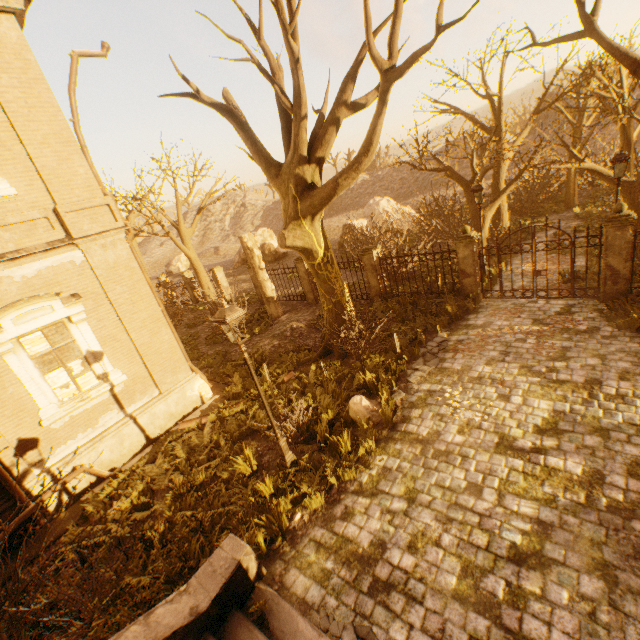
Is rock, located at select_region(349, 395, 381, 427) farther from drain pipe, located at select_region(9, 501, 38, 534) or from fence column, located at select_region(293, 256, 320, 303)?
fence column, located at select_region(293, 256, 320, 303)

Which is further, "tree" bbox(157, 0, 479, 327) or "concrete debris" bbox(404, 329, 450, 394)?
"concrete debris" bbox(404, 329, 450, 394)

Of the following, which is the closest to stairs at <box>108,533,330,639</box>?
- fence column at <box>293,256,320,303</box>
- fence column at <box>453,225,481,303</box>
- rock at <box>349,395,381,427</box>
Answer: rock at <box>349,395,381,427</box>

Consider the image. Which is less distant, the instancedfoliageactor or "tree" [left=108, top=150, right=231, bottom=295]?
the instancedfoliageactor

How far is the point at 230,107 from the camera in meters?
8.1

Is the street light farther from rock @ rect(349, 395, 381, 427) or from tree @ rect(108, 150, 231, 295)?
tree @ rect(108, 150, 231, 295)

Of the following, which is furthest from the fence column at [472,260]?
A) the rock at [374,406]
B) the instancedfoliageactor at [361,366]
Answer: the instancedfoliageactor at [361,366]

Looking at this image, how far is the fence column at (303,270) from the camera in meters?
16.4 m
